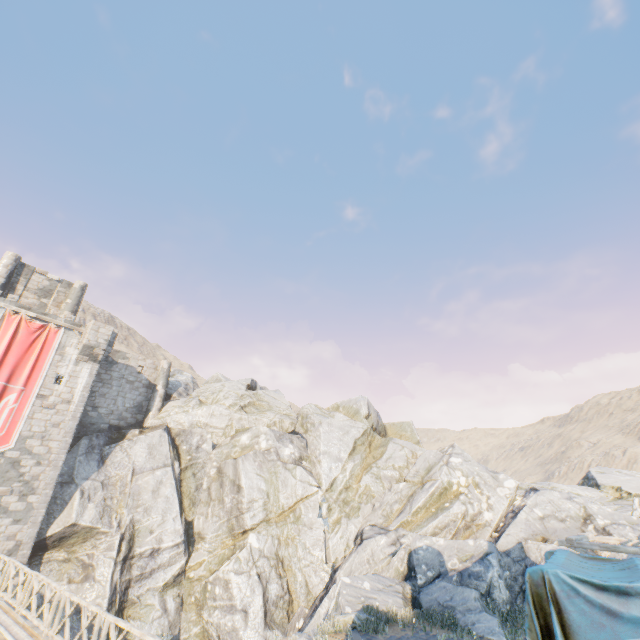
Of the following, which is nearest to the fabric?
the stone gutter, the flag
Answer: the stone gutter

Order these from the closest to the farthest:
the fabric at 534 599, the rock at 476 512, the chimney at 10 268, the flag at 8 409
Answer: the fabric at 534 599 < the rock at 476 512 < the flag at 8 409 < the chimney at 10 268

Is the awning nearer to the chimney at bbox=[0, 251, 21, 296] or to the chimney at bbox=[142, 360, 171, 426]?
the chimney at bbox=[142, 360, 171, 426]

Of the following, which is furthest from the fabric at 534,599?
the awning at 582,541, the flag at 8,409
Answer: the flag at 8,409

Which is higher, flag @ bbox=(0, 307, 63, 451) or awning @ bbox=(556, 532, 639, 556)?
flag @ bbox=(0, 307, 63, 451)

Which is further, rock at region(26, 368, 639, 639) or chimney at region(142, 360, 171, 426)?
chimney at region(142, 360, 171, 426)

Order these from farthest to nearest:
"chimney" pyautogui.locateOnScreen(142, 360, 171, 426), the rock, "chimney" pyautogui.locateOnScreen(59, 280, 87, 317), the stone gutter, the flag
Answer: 1. "chimney" pyautogui.locateOnScreen(142, 360, 171, 426)
2. "chimney" pyautogui.locateOnScreen(59, 280, 87, 317)
3. the flag
4. the rock
5. the stone gutter

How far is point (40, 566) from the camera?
18.8m
